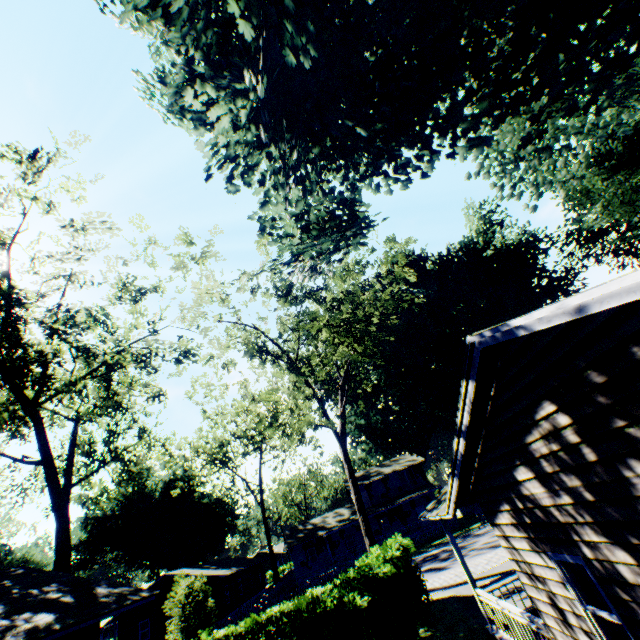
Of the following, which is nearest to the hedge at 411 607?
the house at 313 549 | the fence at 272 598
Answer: the fence at 272 598

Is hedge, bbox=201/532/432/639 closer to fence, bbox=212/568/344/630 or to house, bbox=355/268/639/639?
house, bbox=355/268/639/639

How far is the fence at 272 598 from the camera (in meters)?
28.84

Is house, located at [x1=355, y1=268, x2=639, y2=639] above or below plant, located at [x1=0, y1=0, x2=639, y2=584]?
below

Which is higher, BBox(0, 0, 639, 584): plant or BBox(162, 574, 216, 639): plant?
BBox(0, 0, 639, 584): plant

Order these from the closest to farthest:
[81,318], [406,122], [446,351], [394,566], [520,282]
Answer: [406,122] < [394,566] < [81,318] < [520,282] < [446,351]

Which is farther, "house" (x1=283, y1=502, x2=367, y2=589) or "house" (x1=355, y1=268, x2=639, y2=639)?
"house" (x1=283, y1=502, x2=367, y2=589)

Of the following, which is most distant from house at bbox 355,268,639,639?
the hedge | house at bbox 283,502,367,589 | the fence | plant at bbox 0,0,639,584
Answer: house at bbox 283,502,367,589
